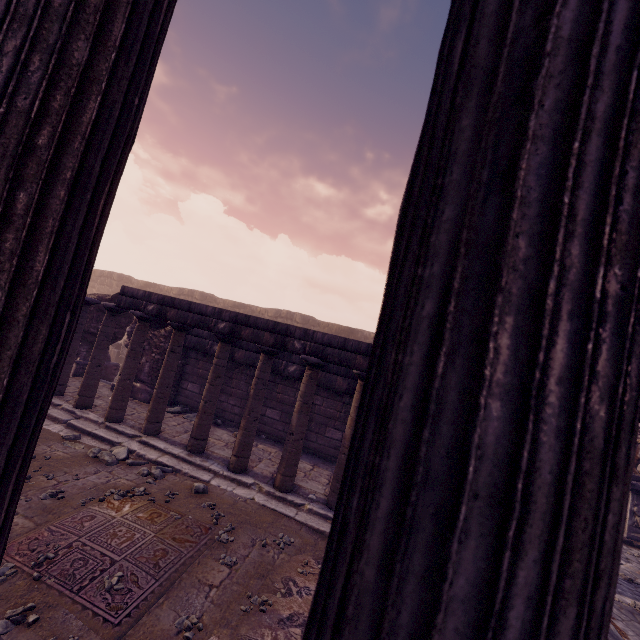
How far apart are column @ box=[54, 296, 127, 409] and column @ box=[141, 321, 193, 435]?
1.6m

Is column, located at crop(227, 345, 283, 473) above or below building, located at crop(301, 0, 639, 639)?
below

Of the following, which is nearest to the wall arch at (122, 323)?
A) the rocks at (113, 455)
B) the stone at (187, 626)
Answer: the rocks at (113, 455)

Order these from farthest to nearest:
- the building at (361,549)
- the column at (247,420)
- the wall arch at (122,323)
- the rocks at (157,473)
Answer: the wall arch at (122,323) < the column at (247,420) < the rocks at (157,473) < the building at (361,549)

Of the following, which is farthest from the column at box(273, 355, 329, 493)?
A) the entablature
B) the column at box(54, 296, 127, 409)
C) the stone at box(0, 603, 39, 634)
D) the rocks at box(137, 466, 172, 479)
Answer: the column at box(54, 296, 127, 409)

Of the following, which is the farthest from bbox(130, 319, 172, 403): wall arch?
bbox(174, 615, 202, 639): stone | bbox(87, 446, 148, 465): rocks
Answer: bbox(174, 615, 202, 639): stone

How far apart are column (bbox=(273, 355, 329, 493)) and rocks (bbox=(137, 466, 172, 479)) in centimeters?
195cm

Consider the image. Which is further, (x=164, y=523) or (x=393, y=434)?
(x=164, y=523)
